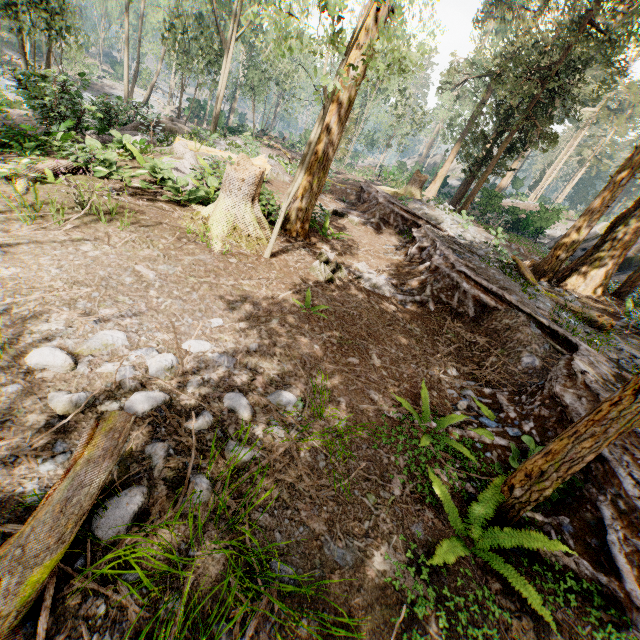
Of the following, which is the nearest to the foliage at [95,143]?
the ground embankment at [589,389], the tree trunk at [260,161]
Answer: the ground embankment at [589,389]

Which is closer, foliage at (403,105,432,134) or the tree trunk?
the tree trunk

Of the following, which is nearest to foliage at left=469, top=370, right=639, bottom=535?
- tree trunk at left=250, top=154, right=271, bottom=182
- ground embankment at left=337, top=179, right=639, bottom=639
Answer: ground embankment at left=337, top=179, right=639, bottom=639

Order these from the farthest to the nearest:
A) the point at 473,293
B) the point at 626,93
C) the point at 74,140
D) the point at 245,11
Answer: the point at 626,93 < the point at 245,11 < the point at 74,140 < the point at 473,293

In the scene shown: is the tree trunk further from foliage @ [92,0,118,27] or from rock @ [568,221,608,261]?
rock @ [568,221,608,261]

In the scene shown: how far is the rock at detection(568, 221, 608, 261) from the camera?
25.64m

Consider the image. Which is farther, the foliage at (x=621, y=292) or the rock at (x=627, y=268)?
the rock at (x=627, y=268)

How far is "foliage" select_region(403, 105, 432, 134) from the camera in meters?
33.9 m
